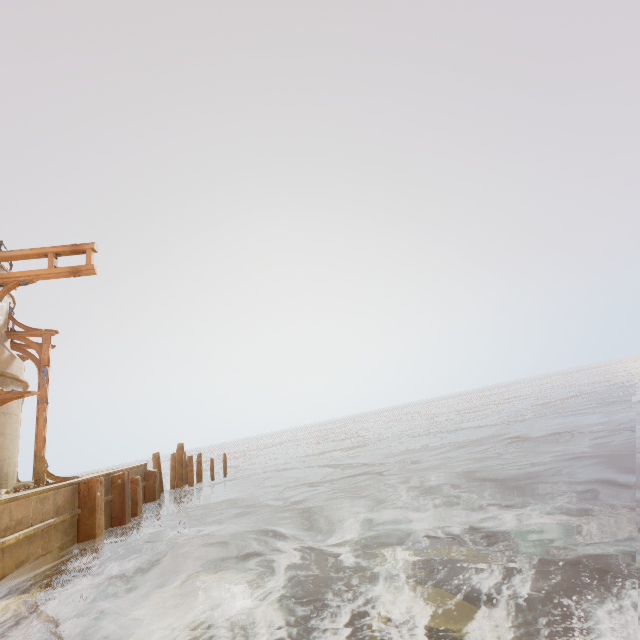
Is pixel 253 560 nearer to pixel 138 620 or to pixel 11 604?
pixel 138 620

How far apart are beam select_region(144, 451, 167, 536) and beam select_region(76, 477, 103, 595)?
3.9m

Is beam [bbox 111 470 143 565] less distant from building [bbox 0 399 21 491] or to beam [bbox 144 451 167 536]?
building [bbox 0 399 21 491]

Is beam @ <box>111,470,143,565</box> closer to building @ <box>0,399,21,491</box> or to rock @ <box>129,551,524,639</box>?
building @ <box>0,399,21,491</box>

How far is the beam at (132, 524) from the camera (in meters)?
9.05

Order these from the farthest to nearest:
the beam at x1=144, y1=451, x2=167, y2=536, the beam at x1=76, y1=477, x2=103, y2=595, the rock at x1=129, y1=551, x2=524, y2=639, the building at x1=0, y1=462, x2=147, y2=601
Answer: the beam at x1=144, y1=451, x2=167, y2=536
the beam at x1=76, y1=477, x2=103, y2=595
the building at x1=0, y1=462, x2=147, y2=601
the rock at x1=129, y1=551, x2=524, y2=639

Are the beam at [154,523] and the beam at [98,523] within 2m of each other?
no

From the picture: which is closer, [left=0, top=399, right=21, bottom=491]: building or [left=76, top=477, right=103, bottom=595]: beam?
[left=76, top=477, right=103, bottom=595]: beam
